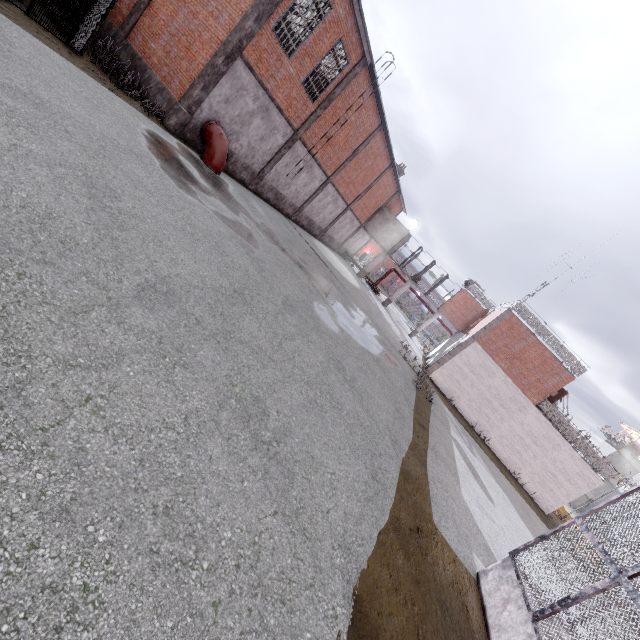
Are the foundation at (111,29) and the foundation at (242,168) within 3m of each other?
no

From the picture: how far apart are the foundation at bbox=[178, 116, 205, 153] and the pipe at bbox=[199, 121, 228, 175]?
0.1m

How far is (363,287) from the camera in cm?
3173

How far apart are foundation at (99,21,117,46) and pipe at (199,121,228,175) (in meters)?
5.67

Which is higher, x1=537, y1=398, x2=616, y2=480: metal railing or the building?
the building

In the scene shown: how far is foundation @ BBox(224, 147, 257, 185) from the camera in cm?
1611

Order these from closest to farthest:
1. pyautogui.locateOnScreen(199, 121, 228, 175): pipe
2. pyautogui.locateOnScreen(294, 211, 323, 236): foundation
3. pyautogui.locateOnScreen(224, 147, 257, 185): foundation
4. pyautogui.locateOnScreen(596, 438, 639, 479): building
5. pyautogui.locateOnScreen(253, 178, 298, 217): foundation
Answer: pyautogui.locateOnScreen(199, 121, 228, 175): pipe < pyautogui.locateOnScreen(224, 147, 257, 185): foundation < pyautogui.locateOnScreen(253, 178, 298, 217): foundation < pyautogui.locateOnScreen(294, 211, 323, 236): foundation < pyautogui.locateOnScreen(596, 438, 639, 479): building

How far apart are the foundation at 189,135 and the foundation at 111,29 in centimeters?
548cm
